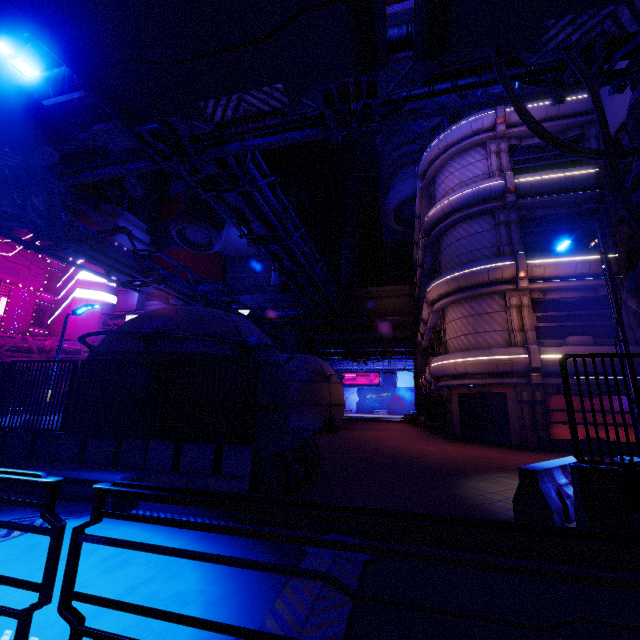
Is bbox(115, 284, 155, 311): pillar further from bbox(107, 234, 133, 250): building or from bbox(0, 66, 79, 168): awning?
bbox(0, 66, 79, 168): awning

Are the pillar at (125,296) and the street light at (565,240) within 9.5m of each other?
no

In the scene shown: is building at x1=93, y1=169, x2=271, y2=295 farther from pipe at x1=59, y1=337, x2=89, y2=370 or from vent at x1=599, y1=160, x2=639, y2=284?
vent at x1=599, y1=160, x2=639, y2=284

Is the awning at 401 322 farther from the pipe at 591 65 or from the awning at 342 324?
the pipe at 591 65

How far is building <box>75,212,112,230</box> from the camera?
44.91m

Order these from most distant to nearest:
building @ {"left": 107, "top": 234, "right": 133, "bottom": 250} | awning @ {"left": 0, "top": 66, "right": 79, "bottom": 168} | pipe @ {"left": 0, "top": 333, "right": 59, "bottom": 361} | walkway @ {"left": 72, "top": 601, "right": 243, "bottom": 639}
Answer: building @ {"left": 107, "top": 234, "right": 133, "bottom": 250}, pipe @ {"left": 0, "top": 333, "right": 59, "bottom": 361}, awning @ {"left": 0, "top": 66, "right": 79, "bottom": 168}, walkway @ {"left": 72, "top": 601, "right": 243, "bottom": 639}

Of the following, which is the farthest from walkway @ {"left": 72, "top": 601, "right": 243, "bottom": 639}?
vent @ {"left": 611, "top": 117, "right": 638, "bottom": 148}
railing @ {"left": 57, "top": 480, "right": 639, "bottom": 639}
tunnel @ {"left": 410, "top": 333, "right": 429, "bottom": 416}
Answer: tunnel @ {"left": 410, "top": 333, "right": 429, "bottom": 416}

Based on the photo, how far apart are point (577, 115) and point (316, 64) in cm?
2101
